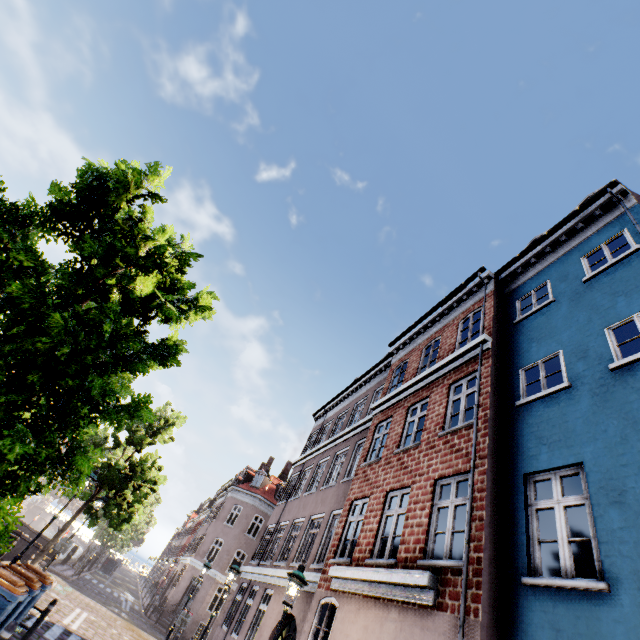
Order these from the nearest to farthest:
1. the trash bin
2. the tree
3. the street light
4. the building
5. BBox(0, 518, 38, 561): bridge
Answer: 1. the tree
2. the building
3. the trash bin
4. the street light
5. BBox(0, 518, 38, 561): bridge

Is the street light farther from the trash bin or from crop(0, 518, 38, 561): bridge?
crop(0, 518, 38, 561): bridge

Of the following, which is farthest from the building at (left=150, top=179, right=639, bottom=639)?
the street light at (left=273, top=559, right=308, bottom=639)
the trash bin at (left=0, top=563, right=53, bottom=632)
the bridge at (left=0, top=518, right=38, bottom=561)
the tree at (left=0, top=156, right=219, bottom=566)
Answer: the bridge at (left=0, top=518, right=38, bottom=561)

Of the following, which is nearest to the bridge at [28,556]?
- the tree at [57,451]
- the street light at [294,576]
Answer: the tree at [57,451]

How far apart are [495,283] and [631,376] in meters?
6.1 m

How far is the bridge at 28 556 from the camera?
16.42m

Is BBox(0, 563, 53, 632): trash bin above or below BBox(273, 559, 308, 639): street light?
below

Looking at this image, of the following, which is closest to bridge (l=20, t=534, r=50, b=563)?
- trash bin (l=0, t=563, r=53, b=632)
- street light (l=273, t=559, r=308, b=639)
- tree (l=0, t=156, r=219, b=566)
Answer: tree (l=0, t=156, r=219, b=566)
